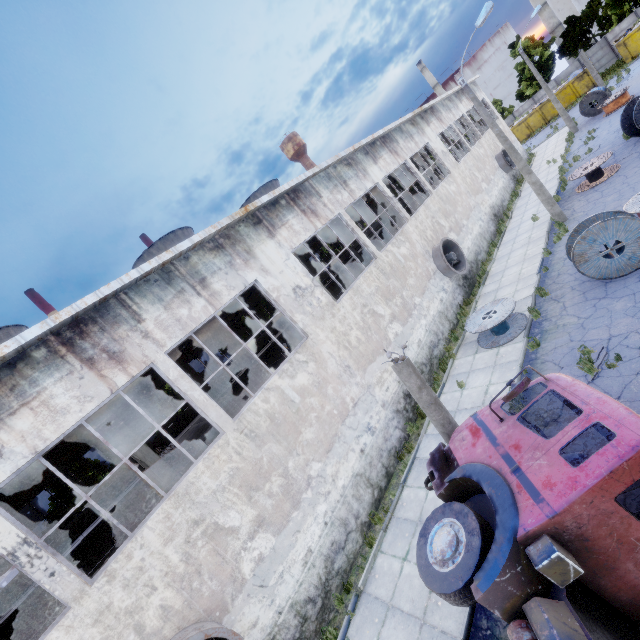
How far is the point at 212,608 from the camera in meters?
7.1 m

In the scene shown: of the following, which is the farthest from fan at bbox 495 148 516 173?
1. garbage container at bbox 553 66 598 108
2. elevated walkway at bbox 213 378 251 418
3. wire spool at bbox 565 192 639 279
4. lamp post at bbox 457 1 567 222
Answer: garbage container at bbox 553 66 598 108

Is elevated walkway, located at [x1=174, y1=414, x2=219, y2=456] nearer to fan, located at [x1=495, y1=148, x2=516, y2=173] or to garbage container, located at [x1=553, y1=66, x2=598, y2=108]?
fan, located at [x1=495, y1=148, x2=516, y2=173]

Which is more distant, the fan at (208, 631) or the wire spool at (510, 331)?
the wire spool at (510, 331)

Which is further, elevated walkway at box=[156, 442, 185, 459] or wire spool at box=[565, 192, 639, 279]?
elevated walkway at box=[156, 442, 185, 459]

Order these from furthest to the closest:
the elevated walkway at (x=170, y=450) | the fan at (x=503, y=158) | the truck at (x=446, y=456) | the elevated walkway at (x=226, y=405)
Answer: the fan at (x=503, y=158) → the elevated walkway at (x=170, y=450) → the elevated walkway at (x=226, y=405) → the truck at (x=446, y=456)

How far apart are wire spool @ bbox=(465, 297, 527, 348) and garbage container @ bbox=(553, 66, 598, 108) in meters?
44.3 m

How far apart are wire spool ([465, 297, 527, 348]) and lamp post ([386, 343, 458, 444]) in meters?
6.5
